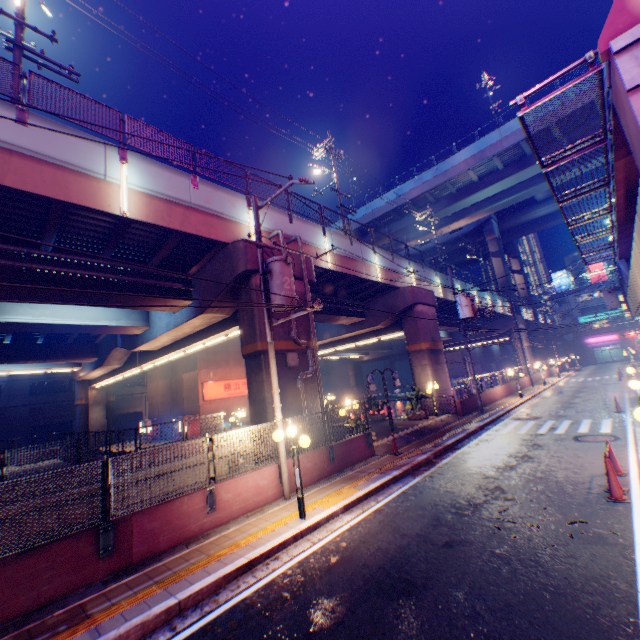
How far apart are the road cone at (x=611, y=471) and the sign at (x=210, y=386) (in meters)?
26.05

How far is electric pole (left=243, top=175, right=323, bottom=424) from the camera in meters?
9.7

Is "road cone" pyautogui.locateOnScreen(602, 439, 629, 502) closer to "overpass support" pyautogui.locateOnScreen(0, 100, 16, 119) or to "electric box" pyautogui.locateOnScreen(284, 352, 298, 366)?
"overpass support" pyautogui.locateOnScreen(0, 100, 16, 119)

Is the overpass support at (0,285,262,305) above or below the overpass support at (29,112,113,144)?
below

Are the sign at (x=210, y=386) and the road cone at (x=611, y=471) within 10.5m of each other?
no

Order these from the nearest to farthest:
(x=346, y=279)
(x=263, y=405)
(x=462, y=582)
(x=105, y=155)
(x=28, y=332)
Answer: (x=462, y=582), (x=105, y=155), (x=263, y=405), (x=346, y=279), (x=28, y=332)

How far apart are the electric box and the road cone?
9.5m

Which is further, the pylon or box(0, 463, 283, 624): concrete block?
box(0, 463, 283, 624): concrete block
